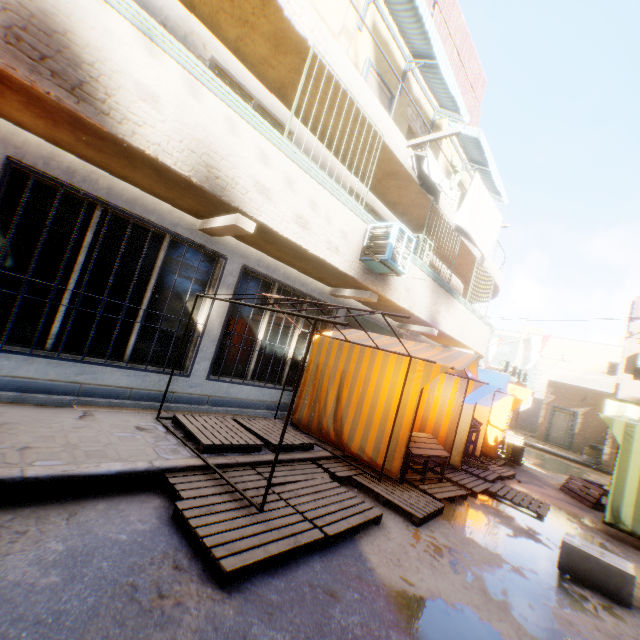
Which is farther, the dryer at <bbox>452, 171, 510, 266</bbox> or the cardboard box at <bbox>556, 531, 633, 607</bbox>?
the dryer at <bbox>452, 171, 510, 266</bbox>

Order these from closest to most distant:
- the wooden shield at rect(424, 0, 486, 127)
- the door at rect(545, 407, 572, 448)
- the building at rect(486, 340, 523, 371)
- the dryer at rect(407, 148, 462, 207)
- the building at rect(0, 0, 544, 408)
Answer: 1. the building at rect(0, 0, 544, 408)
2. the dryer at rect(407, 148, 462, 207)
3. the wooden shield at rect(424, 0, 486, 127)
4. the door at rect(545, 407, 572, 448)
5. the building at rect(486, 340, 523, 371)

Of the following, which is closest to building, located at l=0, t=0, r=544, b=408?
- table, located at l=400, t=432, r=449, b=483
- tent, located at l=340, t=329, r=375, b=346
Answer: tent, located at l=340, t=329, r=375, b=346

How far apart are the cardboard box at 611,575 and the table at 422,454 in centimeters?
126cm

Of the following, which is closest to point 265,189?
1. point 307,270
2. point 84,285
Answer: point 307,270

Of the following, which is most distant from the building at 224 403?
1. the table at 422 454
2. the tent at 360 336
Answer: the table at 422 454
